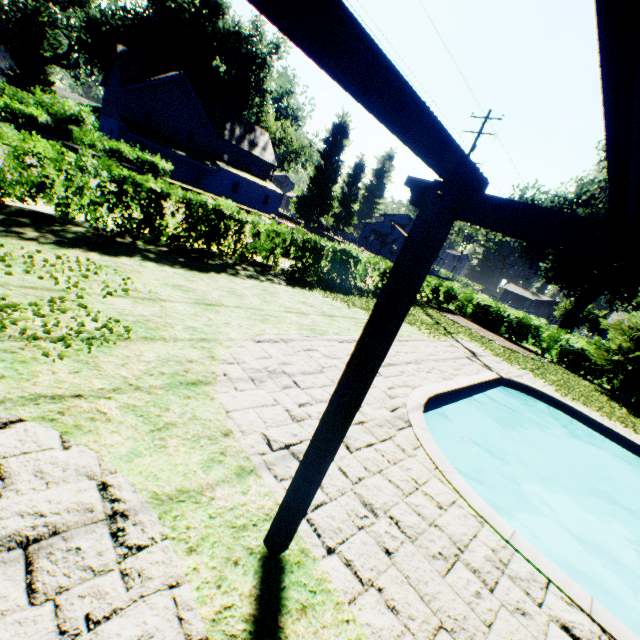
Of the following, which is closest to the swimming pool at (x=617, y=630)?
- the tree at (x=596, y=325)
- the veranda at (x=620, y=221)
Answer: the veranda at (x=620, y=221)

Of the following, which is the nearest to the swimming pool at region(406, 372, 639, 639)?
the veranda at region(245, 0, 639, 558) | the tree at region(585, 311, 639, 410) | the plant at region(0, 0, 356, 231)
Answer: the plant at region(0, 0, 356, 231)

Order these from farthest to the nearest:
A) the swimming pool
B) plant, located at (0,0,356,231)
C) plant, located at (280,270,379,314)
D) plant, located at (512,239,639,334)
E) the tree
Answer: plant, located at (0,0,356,231)
plant, located at (512,239,639,334)
the tree
plant, located at (280,270,379,314)
the swimming pool

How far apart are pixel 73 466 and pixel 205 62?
64.5m

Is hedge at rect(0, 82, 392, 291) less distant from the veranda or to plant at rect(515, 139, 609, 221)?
plant at rect(515, 139, 609, 221)

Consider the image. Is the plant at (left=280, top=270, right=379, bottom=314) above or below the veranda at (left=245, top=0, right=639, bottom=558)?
below

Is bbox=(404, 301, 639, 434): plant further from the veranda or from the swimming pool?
the veranda

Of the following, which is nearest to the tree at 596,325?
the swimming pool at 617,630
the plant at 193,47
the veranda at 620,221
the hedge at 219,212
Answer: the hedge at 219,212
